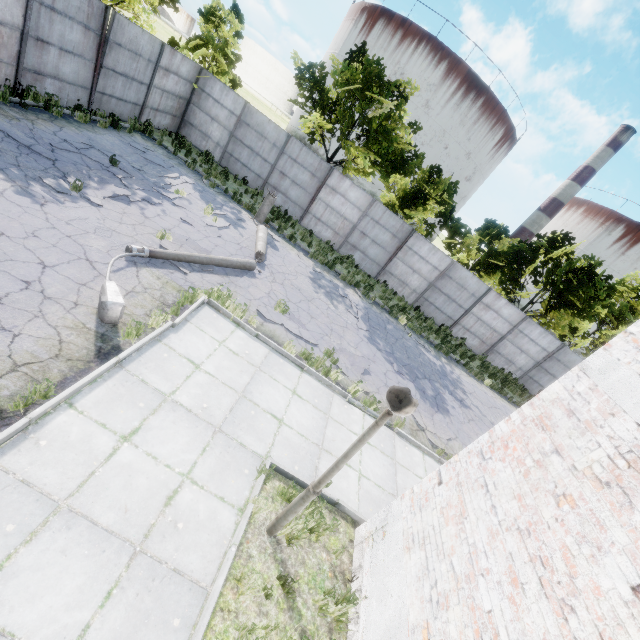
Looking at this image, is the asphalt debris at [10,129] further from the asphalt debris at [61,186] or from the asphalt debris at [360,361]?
the asphalt debris at [360,361]

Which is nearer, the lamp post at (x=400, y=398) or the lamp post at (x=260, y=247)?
the lamp post at (x=400, y=398)

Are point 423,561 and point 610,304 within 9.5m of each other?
no

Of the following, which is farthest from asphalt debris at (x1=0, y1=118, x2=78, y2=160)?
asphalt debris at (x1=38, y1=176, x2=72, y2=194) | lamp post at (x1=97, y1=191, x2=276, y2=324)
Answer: lamp post at (x1=97, y1=191, x2=276, y2=324)

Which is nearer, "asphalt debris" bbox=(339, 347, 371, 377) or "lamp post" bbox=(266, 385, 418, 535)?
"lamp post" bbox=(266, 385, 418, 535)

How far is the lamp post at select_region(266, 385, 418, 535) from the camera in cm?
317

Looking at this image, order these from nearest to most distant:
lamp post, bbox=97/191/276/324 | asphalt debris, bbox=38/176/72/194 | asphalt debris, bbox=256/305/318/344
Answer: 1. lamp post, bbox=97/191/276/324
2. asphalt debris, bbox=38/176/72/194
3. asphalt debris, bbox=256/305/318/344

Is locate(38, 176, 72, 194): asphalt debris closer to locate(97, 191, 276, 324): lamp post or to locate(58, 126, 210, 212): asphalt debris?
locate(58, 126, 210, 212): asphalt debris
